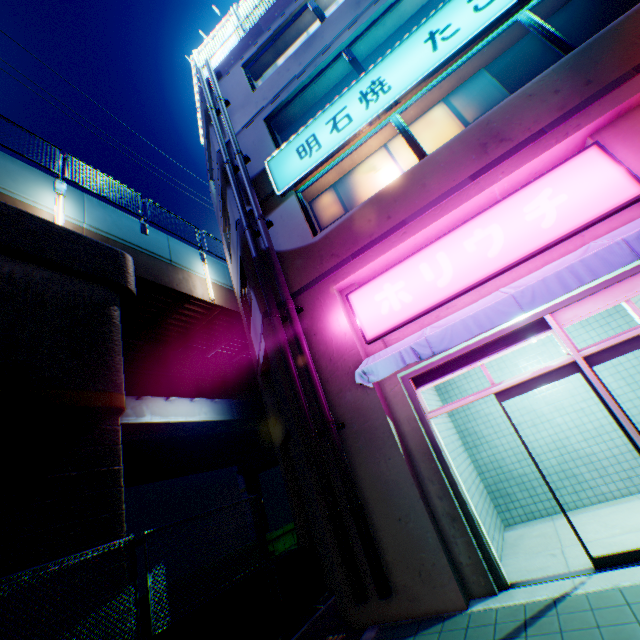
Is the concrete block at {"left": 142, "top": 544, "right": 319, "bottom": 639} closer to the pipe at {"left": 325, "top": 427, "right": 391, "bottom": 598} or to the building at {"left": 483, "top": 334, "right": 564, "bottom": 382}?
the building at {"left": 483, "top": 334, "right": 564, "bottom": 382}

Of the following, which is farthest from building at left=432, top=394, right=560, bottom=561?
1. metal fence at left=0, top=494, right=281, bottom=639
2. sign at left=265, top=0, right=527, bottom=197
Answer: metal fence at left=0, top=494, right=281, bottom=639

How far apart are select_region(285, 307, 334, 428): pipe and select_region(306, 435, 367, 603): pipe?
0.1m

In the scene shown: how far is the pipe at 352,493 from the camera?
4.58m

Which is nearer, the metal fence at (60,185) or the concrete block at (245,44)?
the metal fence at (60,185)

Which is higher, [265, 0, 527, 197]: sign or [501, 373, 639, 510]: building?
[265, 0, 527, 197]: sign

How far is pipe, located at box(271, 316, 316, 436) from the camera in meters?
5.8 m

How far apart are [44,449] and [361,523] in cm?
542
